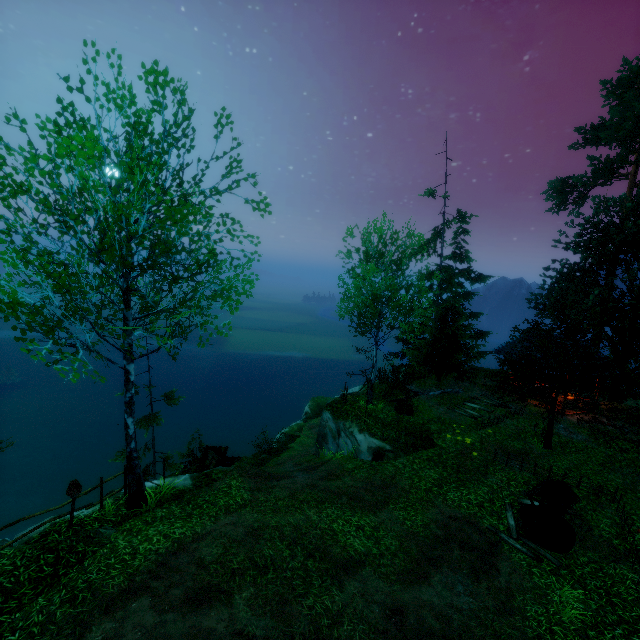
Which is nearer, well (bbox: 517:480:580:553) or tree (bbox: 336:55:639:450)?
well (bbox: 517:480:580:553)

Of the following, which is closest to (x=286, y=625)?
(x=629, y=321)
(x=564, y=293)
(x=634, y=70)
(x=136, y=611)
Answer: (x=136, y=611)

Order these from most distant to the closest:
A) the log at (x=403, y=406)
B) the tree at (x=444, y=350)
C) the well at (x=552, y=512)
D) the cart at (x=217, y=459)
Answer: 1. the log at (x=403, y=406)
2. the cart at (x=217, y=459)
3. the tree at (x=444, y=350)
4. the well at (x=552, y=512)

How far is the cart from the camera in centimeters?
1541cm

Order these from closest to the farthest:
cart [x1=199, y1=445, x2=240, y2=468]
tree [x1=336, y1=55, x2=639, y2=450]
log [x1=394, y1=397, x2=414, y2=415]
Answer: tree [x1=336, y1=55, x2=639, y2=450], cart [x1=199, y1=445, x2=240, y2=468], log [x1=394, y1=397, x2=414, y2=415]

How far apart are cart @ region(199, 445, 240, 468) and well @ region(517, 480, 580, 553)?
12.2m

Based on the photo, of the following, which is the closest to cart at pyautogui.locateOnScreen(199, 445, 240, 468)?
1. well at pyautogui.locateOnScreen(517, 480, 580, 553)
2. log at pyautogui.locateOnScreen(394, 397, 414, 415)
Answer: log at pyautogui.locateOnScreen(394, 397, 414, 415)

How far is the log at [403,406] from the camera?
18.1m
